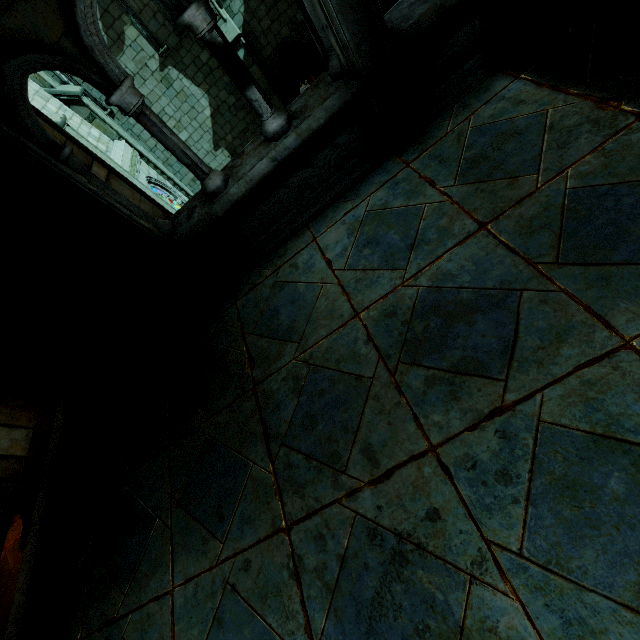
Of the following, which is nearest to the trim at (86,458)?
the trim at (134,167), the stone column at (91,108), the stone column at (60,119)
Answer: the stone column at (60,119)

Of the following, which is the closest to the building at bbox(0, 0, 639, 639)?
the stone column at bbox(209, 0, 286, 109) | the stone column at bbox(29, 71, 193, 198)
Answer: the stone column at bbox(29, 71, 193, 198)

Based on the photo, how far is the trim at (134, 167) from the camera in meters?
11.0 m

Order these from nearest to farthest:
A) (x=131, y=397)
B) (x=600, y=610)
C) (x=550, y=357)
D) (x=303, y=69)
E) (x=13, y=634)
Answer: (x=600, y=610), (x=550, y=357), (x=13, y=634), (x=131, y=397), (x=303, y=69)

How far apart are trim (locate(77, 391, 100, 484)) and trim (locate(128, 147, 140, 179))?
8.3 meters

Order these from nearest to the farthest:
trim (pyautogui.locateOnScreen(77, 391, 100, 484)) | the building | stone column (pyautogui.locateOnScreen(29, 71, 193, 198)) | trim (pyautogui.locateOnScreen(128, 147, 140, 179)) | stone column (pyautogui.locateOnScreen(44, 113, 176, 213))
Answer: the building, trim (pyautogui.locateOnScreen(77, 391, 100, 484)), stone column (pyautogui.locateOnScreen(44, 113, 176, 213)), stone column (pyautogui.locateOnScreen(29, 71, 193, 198)), trim (pyautogui.locateOnScreen(128, 147, 140, 179))

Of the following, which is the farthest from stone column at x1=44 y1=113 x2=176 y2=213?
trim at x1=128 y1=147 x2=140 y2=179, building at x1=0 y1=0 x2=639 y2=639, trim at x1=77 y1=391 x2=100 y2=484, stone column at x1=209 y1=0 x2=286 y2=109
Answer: trim at x1=77 y1=391 x2=100 y2=484

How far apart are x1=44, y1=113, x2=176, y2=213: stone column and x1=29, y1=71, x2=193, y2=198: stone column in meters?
2.5 m
